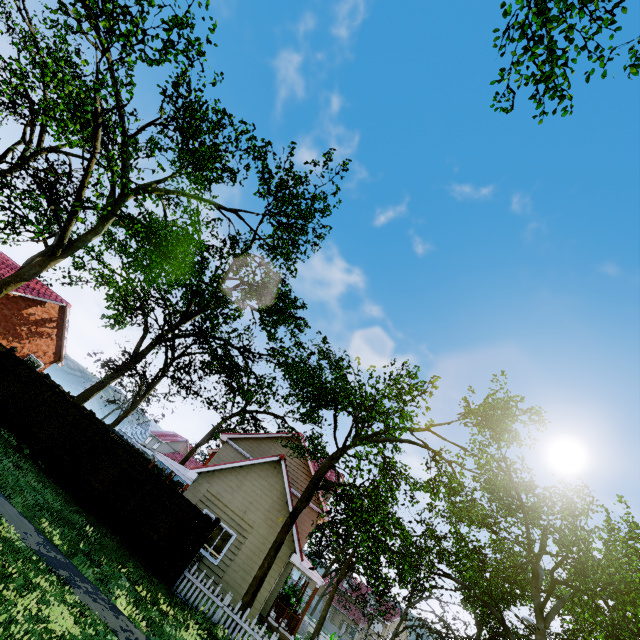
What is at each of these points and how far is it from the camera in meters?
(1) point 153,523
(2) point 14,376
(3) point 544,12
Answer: (1) fence, 12.0
(2) fence, 14.1
(3) tree, 10.4

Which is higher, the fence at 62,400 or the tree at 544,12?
the tree at 544,12

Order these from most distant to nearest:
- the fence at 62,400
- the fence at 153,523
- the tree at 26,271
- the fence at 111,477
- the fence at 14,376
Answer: the fence at 14,376, the fence at 62,400, the fence at 111,477, the fence at 153,523, the tree at 26,271

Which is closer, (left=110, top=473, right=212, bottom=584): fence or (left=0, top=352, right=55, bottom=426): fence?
(left=110, top=473, right=212, bottom=584): fence

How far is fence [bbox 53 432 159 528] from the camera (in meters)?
12.03

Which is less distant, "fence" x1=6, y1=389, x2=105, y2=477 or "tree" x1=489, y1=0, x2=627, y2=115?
"tree" x1=489, y1=0, x2=627, y2=115
